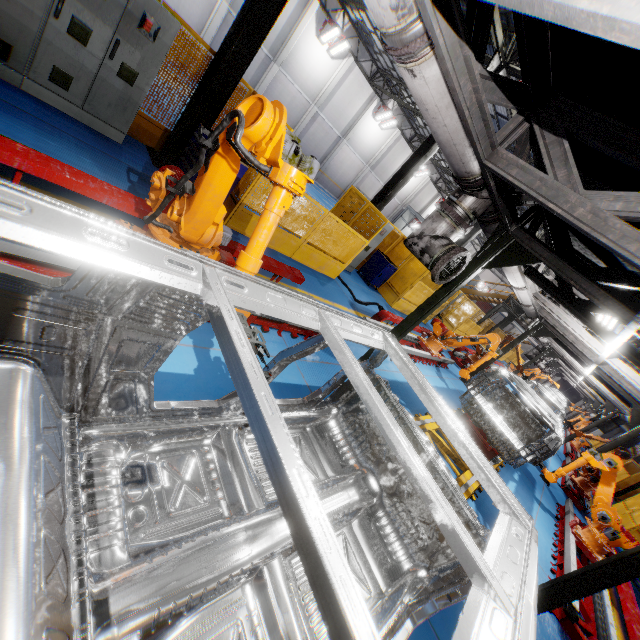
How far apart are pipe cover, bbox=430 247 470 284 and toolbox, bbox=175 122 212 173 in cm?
406

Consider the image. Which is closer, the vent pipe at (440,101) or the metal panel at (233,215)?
A: the vent pipe at (440,101)

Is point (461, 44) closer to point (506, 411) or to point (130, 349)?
point (130, 349)

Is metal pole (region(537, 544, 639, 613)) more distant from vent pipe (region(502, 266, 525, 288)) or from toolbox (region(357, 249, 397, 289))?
toolbox (region(357, 249, 397, 289))

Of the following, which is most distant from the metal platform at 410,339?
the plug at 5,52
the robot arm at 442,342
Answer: the plug at 5,52

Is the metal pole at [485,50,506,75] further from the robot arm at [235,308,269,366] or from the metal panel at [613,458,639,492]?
the robot arm at [235,308,269,366]

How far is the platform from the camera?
5.4m

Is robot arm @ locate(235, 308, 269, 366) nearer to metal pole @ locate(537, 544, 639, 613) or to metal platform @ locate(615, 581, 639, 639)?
metal pole @ locate(537, 544, 639, 613)
